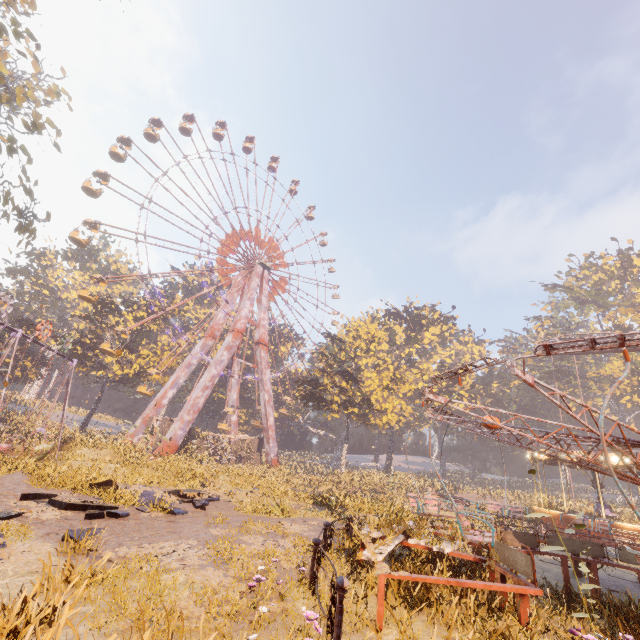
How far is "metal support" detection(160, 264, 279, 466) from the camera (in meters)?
32.09

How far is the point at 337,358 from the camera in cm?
3994

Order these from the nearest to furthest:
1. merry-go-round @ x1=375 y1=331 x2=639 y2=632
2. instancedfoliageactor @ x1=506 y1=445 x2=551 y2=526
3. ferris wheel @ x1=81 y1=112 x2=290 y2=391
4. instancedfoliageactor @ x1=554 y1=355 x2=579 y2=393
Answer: merry-go-round @ x1=375 y1=331 x2=639 y2=632 < instancedfoliageactor @ x1=506 y1=445 x2=551 y2=526 < ferris wheel @ x1=81 y1=112 x2=290 y2=391 < instancedfoliageactor @ x1=554 y1=355 x2=579 y2=393

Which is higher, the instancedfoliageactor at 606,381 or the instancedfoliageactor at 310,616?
the instancedfoliageactor at 606,381

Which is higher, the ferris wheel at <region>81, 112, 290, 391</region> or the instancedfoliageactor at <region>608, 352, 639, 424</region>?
the ferris wheel at <region>81, 112, 290, 391</region>

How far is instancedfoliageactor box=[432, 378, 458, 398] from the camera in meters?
48.6 m

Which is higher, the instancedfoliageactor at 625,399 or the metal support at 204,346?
the instancedfoliageactor at 625,399
